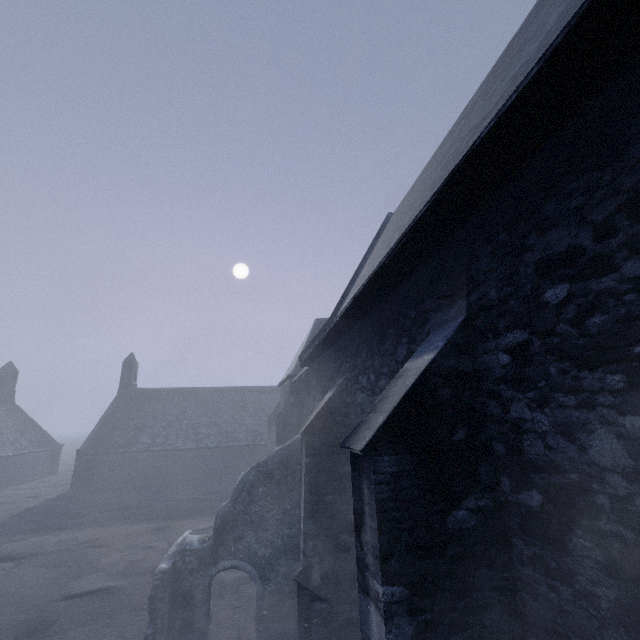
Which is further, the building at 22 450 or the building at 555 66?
the building at 22 450

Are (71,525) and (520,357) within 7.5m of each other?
no

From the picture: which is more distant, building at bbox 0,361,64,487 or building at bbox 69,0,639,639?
building at bbox 0,361,64,487
